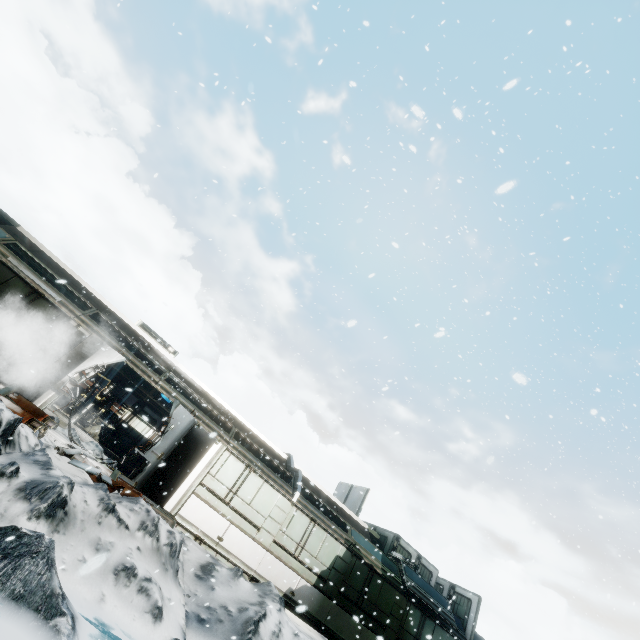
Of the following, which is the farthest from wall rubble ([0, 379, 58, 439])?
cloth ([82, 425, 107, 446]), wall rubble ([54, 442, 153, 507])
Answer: cloth ([82, 425, 107, 446])

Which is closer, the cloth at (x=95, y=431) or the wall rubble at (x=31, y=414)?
the wall rubble at (x=31, y=414)

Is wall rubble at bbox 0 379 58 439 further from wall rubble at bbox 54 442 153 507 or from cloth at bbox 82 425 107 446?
cloth at bbox 82 425 107 446

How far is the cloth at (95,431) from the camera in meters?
15.9

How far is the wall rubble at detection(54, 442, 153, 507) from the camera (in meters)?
8.59

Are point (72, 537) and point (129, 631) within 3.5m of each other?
yes

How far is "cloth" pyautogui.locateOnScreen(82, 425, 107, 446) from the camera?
15.91m
